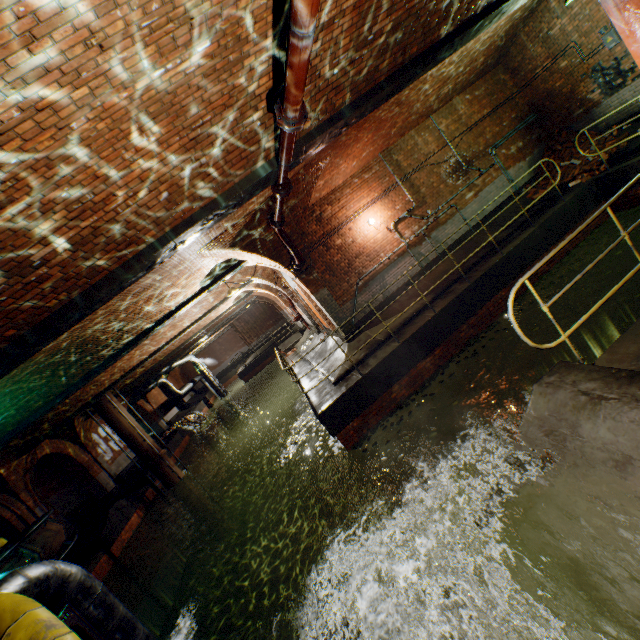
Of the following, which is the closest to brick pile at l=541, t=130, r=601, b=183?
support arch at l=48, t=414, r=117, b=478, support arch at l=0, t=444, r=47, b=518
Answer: support arch at l=0, t=444, r=47, b=518

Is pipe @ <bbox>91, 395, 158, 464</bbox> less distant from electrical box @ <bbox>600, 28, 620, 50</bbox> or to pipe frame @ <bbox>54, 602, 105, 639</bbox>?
pipe frame @ <bbox>54, 602, 105, 639</bbox>

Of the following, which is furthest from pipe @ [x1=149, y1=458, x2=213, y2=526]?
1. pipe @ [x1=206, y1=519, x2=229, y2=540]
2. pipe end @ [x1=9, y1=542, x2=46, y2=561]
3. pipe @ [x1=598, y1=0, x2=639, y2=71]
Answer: pipe @ [x1=598, y1=0, x2=639, y2=71]

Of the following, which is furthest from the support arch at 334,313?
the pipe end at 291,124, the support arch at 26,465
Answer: the support arch at 26,465

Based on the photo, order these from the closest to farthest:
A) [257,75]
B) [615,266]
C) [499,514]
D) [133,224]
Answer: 1. [499,514]
2. [257,75]
3. [133,224]
4. [615,266]

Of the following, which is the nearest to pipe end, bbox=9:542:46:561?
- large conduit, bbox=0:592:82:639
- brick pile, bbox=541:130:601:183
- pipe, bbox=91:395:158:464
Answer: large conduit, bbox=0:592:82:639

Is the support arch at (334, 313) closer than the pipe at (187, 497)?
Yes

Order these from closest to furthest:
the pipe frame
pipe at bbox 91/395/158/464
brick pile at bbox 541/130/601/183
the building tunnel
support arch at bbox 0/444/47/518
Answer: the pipe frame → brick pile at bbox 541/130/601/183 → support arch at bbox 0/444/47/518 → pipe at bbox 91/395/158/464 → the building tunnel
